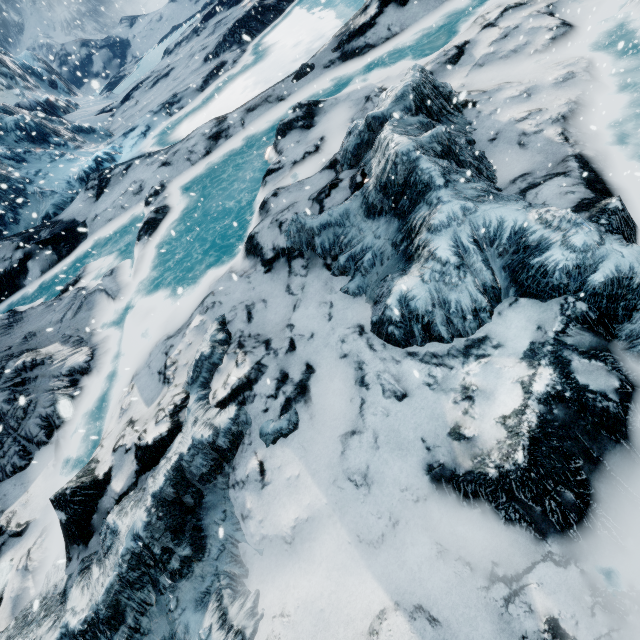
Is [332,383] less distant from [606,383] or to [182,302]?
[606,383]
